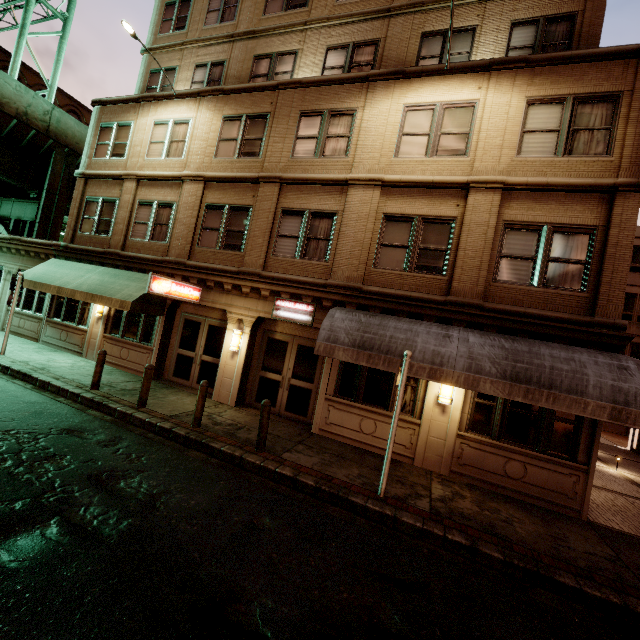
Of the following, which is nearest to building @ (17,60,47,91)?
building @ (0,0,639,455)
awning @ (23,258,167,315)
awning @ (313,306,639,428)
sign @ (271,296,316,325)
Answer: building @ (0,0,639,455)

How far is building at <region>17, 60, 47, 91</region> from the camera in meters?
Answer: 36.5

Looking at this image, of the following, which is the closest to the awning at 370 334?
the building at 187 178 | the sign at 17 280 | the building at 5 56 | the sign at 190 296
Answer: the building at 187 178

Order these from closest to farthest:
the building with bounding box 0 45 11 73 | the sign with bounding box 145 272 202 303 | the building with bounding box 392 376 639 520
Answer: the building with bounding box 392 376 639 520 < the sign with bounding box 145 272 202 303 < the building with bounding box 0 45 11 73

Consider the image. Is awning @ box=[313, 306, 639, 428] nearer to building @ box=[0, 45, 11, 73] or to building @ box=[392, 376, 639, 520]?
building @ box=[392, 376, 639, 520]

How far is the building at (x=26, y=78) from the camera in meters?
36.5 m

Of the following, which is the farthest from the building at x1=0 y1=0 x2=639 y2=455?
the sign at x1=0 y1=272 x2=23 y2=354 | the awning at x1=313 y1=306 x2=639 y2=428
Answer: the sign at x1=0 y1=272 x2=23 y2=354

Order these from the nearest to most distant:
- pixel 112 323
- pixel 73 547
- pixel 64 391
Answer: pixel 73 547 → pixel 64 391 → pixel 112 323
